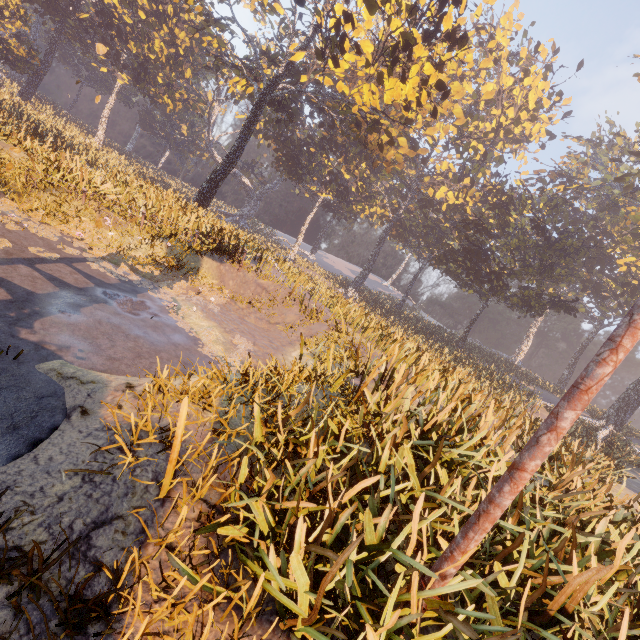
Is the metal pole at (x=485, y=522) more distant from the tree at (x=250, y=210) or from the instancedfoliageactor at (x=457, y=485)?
the tree at (x=250, y=210)

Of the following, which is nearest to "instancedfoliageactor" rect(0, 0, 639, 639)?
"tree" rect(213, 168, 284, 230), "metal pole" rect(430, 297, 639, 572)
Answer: "metal pole" rect(430, 297, 639, 572)

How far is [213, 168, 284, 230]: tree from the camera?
55.50m

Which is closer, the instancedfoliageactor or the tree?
the instancedfoliageactor

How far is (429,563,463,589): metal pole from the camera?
2.76m

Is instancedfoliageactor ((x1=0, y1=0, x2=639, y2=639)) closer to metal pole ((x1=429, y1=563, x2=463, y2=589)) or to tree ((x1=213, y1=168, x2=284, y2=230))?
metal pole ((x1=429, y1=563, x2=463, y2=589))

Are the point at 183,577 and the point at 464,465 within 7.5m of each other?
yes
